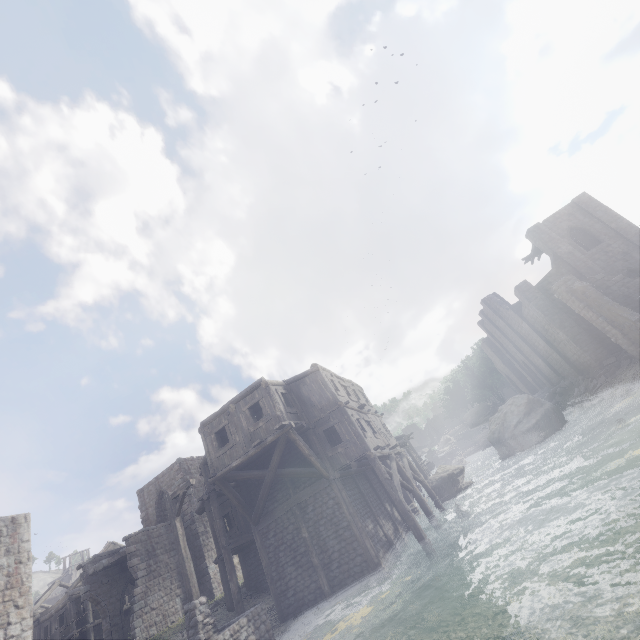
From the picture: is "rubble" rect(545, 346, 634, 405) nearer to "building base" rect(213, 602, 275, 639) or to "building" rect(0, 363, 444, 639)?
"building" rect(0, 363, 444, 639)

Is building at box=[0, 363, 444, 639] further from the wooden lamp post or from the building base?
the wooden lamp post

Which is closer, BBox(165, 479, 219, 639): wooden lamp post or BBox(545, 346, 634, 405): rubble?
BBox(165, 479, 219, 639): wooden lamp post

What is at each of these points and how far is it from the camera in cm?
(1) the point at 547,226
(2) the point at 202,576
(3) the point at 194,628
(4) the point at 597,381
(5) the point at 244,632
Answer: (1) building, 3077
(2) building, 2453
(3) wooden lamp post, 1013
(4) rubble, 2528
(5) building base, 1023

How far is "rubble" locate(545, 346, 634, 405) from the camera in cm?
2403

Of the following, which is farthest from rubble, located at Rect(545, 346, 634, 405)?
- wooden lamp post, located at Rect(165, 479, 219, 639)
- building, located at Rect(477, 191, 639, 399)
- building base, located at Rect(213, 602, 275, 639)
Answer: wooden lamp post, located at Rect(165, 479, 219, 639)

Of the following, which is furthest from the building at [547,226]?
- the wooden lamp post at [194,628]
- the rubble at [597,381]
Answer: the wooden lamp post at [194,628]

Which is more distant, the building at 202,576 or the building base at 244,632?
the building at 202,576
